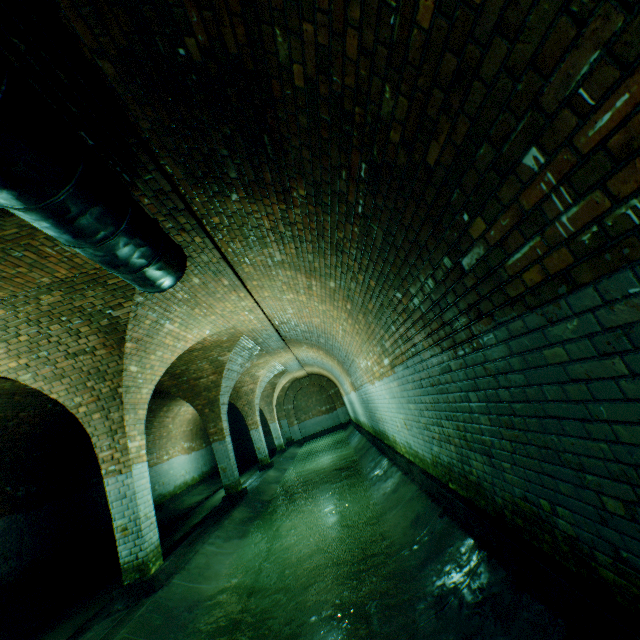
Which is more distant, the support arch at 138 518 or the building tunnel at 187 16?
the support arch at 138 518

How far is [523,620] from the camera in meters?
2.2 m

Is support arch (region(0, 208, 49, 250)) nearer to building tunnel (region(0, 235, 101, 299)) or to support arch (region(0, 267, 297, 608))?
building tunnel (region(0, 235, 101, 299))

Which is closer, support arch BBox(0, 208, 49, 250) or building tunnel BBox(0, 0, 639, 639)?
building tunnel BBox(0, 0, 639, 639)

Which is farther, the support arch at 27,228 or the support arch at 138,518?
the support arch at 138,518

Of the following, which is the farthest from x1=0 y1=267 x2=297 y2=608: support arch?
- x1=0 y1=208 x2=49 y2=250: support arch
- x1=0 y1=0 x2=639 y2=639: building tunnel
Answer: x1=0 y1=208 x2=49 y2=250: support arch

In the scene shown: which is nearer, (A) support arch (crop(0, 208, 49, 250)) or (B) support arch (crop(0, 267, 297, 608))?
(A) support arch (crop(0, 208, 49, 250))
